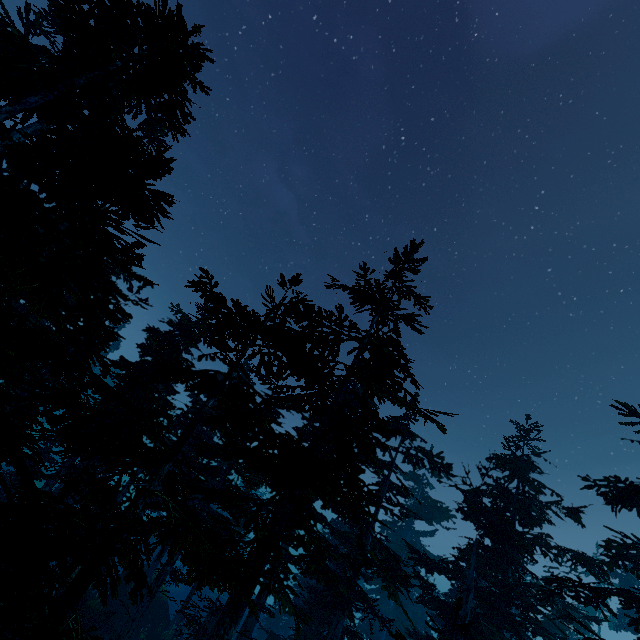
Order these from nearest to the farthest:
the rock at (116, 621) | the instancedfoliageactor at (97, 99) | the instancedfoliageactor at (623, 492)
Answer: the instancedfoliageactor at (97, 99)
the instancedfoliageactor at (623, 492)
the rock at (116, 621)

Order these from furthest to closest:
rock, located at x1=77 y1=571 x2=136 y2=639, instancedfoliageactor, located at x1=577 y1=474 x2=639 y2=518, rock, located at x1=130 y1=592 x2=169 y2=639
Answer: rock, located at x1=130 y1=592 x2=169 y2=639
rock, located at x1=77 y1=571 x2=136 y2=639
instancedfoliageactor, located at x1=577 y1=474 x2=639 y2=518

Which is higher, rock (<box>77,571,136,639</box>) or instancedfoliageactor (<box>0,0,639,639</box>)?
instancedfoliageactor (<box>0,0,639,639</box>)

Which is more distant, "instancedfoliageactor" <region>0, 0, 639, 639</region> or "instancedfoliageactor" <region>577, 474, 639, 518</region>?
"instancedfoliageactor" <region>577, 474, 639, 518</region>

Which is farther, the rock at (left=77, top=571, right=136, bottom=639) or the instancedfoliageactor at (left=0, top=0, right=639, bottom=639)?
the rock at (left=77, top=571, right=136, bottom=639)

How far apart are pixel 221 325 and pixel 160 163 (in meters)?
5.25

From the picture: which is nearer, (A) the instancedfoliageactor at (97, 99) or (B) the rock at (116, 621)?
(A) the instancedfoliageactor at (97, 99)
